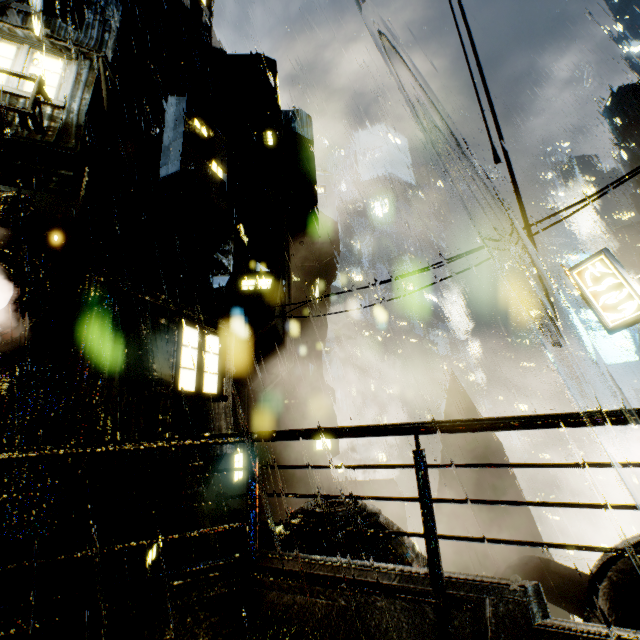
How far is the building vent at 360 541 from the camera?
8.9m

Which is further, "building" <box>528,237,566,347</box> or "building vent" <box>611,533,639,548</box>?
"building" <box>528,237,566,347</box>

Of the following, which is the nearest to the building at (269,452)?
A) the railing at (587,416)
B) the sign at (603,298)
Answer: the railing at (587,416)

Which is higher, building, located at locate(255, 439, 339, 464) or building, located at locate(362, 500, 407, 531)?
building, located at locate(255, 439, 339, 464)

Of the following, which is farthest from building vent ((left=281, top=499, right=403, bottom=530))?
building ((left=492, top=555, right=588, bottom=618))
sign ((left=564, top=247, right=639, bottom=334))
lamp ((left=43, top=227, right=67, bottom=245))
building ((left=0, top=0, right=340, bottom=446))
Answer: lamp ((left=43, top=227, right=67, bottom=245))

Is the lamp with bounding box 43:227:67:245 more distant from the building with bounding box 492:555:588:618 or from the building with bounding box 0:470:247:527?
the building with bounding box 492:555:588:618

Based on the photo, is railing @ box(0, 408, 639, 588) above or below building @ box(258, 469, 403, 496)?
above

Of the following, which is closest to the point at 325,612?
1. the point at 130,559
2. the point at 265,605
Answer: the point at 265,605
